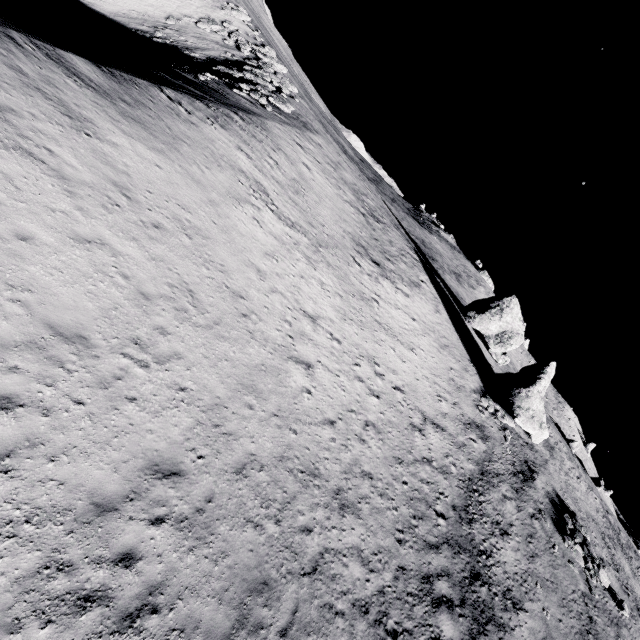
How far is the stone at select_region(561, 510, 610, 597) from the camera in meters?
22.7 m

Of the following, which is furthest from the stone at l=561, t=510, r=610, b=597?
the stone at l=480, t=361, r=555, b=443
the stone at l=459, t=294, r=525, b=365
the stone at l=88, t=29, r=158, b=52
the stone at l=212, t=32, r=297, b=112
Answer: the stone at l=88, t=29, r=158, b=52

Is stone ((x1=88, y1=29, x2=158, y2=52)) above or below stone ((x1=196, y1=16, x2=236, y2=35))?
below

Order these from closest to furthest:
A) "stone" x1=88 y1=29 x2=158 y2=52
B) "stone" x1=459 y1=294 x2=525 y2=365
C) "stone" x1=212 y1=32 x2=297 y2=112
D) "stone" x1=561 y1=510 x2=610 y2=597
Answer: "stone" x1=561 y1=510 x2=610 y2=597
"stone" x1=212 y1=32 x2=297 y2=112
"stone" x1=88 y1=29 x2=158 y2=52
"stone" x1=459 y1=294 x2=525 y2=365

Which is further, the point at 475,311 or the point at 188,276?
the point at 475,311

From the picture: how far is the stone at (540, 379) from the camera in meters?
29.1 m

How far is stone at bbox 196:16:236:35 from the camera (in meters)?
40.16

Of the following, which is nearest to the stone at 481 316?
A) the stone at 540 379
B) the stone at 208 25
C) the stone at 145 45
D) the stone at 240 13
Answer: the stone at 540 379
